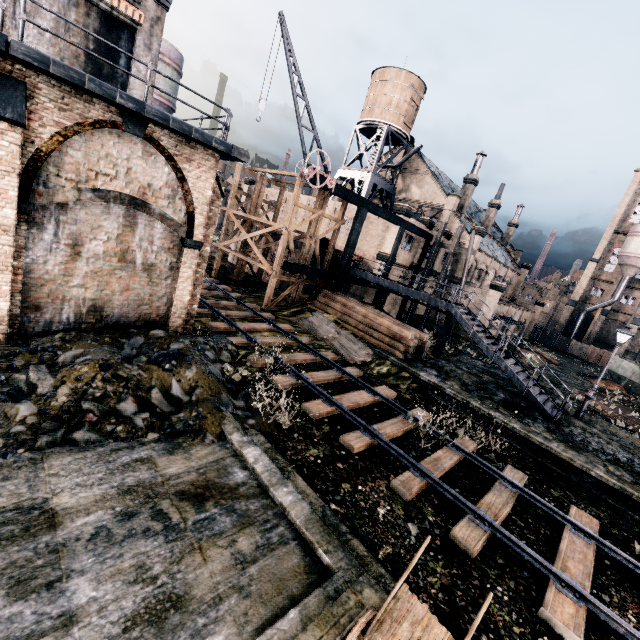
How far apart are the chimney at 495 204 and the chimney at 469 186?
9.4 meters

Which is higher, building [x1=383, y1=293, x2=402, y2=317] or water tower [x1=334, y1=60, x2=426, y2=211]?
water tower [x1=334, y1=60, x2=426, y2=211]

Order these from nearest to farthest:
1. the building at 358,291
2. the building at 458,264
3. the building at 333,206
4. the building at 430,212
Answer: the building at 358,291 → the building at 333,206 → the building at 430,212 → the building at 458,264

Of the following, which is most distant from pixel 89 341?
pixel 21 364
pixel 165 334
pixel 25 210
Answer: pixel 25 210

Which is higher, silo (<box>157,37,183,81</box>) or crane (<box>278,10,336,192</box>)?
Answer: silo (<box>157,37,183,81</box>)

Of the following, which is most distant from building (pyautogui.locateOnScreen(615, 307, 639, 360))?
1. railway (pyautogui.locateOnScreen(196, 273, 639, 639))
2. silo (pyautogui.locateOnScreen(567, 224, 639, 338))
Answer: railway (pyautogui.locateOnScreen(196, 273, 639, 639))

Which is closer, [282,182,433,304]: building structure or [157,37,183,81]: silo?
[282,182,433,304]: building structure

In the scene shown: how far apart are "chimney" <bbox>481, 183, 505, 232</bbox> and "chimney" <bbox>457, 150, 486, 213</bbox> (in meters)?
9.45
